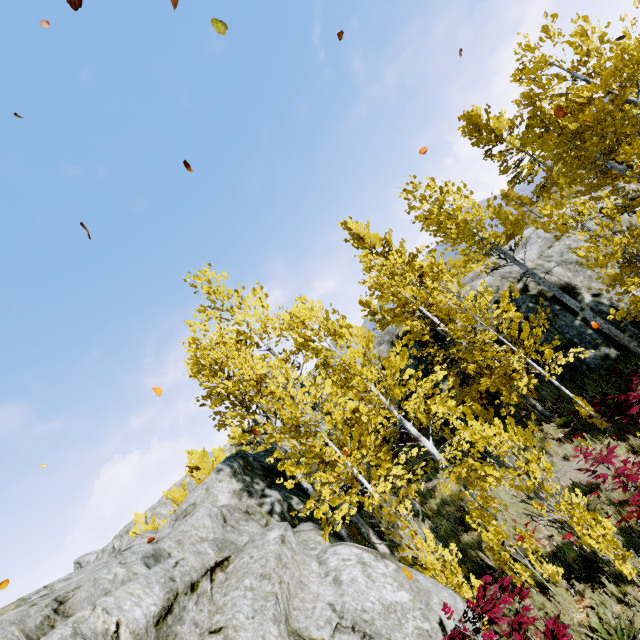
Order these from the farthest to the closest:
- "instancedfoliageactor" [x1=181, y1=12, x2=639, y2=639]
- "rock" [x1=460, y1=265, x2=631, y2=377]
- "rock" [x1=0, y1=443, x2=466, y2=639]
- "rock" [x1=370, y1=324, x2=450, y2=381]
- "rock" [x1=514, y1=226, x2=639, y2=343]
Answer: "rock" [x1=370, y1=324, x2=450, y2=381]
"rock" [x1=514, y1=226, x2=639, y2=343]
"rock" [x1=460, y1=265, x2=631, y2=377]
"instancedfoliageactor" [x1=181, y1=12, x2=639, y2=639]
"rock" [x1=0, y1=443, x2=466, y2=639]

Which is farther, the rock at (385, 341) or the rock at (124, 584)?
the rock at (385, 341)

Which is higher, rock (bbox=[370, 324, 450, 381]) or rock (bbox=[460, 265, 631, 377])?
rock (bbox=[370, 324, 450, 381])

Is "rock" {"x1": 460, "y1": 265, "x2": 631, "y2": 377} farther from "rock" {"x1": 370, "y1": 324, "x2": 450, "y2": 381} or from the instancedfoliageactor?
"rock" {"x1": 370, "y1": 324, "x2": 450, "y2": 381}

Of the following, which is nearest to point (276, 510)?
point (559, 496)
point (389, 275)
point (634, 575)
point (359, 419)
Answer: point (359, 419)

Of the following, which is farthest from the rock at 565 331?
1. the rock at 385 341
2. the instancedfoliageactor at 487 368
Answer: the rock at 385 341

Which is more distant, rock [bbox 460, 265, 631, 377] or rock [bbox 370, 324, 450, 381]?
rock [bbox 370, 324, 450, 381]
